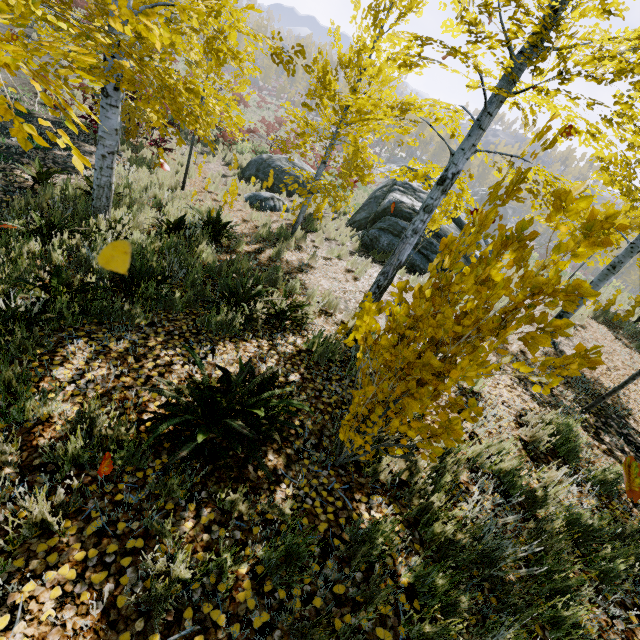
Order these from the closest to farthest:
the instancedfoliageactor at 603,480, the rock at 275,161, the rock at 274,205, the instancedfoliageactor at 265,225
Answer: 1. the instancedfoliageactor at 603,480
2. the instancedfoliageactor at 265,225
3. the rock at 274,205
4. the rock at 275,161

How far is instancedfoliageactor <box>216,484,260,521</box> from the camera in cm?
221

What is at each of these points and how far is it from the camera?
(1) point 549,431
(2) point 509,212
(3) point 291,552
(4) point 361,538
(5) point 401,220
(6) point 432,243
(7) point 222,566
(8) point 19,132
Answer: (1) instancedfoliageactor, 4.09m
(2) rock, 55.84m
(3) instancedfoliageactor, 2.06m
(4) instancedfoliageactor, 2.21m
(5) rock, 10.71m
(6) rock, 10.51m
(7) instancedfoliageactor, 1.96m
(8) instancedfoliageactor, 1.24m

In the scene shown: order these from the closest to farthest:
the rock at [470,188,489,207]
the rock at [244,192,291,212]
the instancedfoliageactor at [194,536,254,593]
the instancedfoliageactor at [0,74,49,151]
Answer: the instancedfoliageactor at [0,74,49,151] < the instancedfoliageactor at [194,536,254,593] < the rock at [244,192,291,212] < the rock at [470,188,489,207]

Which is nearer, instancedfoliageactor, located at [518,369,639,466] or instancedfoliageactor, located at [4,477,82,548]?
instancedfoliageactor, located at [4,477,82,548]

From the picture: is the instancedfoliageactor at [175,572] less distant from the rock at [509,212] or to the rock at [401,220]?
the rock at [509,212]

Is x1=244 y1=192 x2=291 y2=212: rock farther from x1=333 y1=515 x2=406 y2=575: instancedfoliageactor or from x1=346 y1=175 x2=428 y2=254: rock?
x1=333 y1=515 x2=406 y2=575: instancedfoliageactor
